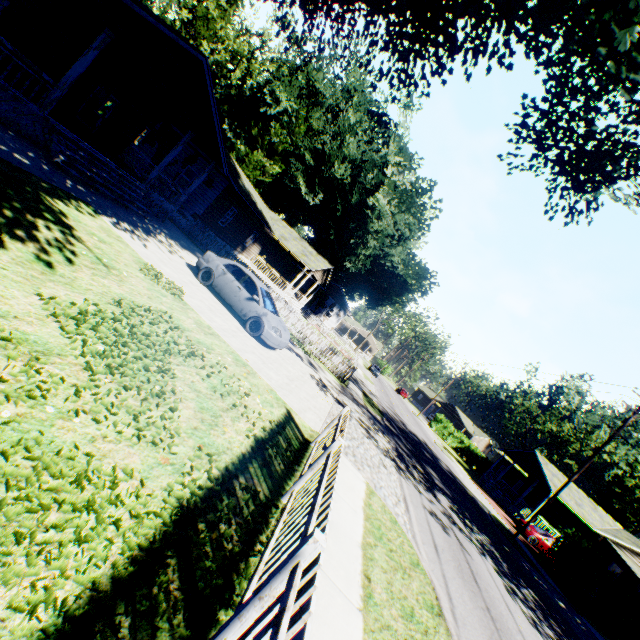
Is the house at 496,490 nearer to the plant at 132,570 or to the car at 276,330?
the plant at 132,570

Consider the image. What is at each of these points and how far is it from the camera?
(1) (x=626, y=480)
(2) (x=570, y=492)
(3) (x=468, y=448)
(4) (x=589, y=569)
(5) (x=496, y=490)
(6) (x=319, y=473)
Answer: (1) plant, 54.4 meters
(2) house, 30.7 meters
(3) hedge, 51.0 meters
(4) hedge, 17.9 meters
(5) house, 34.7 meters
(6) fence, 4.5 meters

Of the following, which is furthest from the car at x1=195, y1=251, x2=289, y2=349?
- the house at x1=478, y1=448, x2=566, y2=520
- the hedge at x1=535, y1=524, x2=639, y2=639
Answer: the house at x1=478, y1=448, x2=566, y2=520

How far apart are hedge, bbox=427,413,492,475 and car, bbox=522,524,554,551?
24.3 meters

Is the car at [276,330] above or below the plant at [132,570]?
above

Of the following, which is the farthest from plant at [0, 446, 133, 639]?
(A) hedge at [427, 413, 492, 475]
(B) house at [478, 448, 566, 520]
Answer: (B) house at [478, 448, 566, 520]

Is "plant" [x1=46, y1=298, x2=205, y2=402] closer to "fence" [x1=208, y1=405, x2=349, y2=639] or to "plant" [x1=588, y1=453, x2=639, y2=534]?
"fence" [x1=208, y1=405, x2=349, y2=639]

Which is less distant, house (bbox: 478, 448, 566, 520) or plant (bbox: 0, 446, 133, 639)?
plant (bbox: 0, 446, 133, 639)
